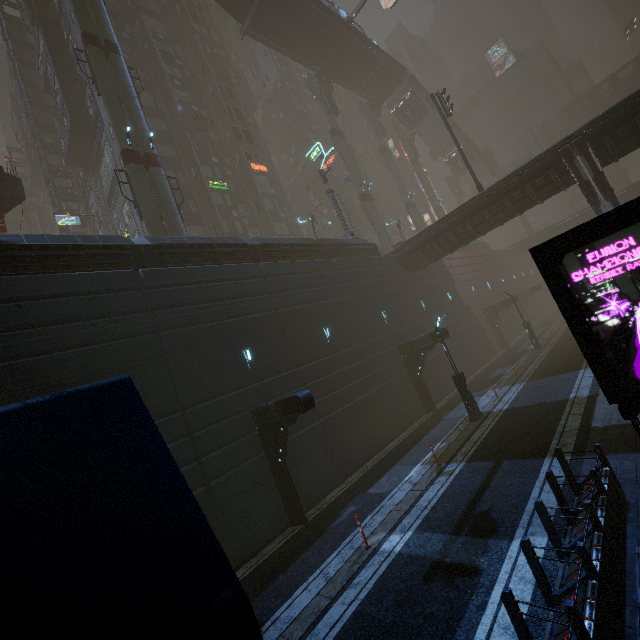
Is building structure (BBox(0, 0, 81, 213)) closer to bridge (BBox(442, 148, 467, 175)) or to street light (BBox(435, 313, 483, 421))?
street light (BBox(435, 313, 483, 421))

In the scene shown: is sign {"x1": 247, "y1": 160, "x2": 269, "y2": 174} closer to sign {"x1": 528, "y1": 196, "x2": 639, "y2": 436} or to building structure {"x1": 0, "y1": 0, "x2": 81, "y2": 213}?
building structure {"x1": 0, "y1": 0, "x2": 81, "y2": 213}

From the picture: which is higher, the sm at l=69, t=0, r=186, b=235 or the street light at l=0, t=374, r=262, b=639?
the sm at l=69, t=0, r=186, b=235

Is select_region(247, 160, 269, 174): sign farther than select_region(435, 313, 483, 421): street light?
Yes

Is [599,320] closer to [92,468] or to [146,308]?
[92,468]

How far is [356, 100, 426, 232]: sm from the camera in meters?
44.1 m

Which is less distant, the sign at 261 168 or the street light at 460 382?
the street light at 460 382

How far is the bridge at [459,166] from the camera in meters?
55.2
